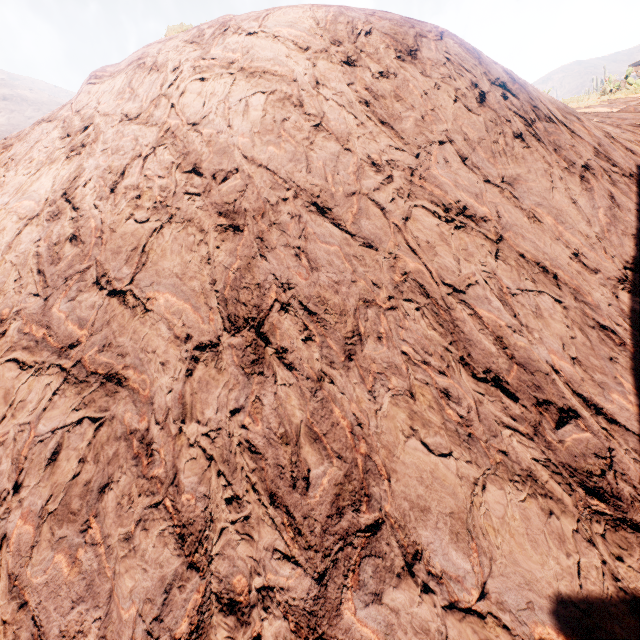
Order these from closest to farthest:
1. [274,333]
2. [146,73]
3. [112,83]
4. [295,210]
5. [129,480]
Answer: [129,480] → [274,333] → [295,210] → [146,73] → [112,83]
